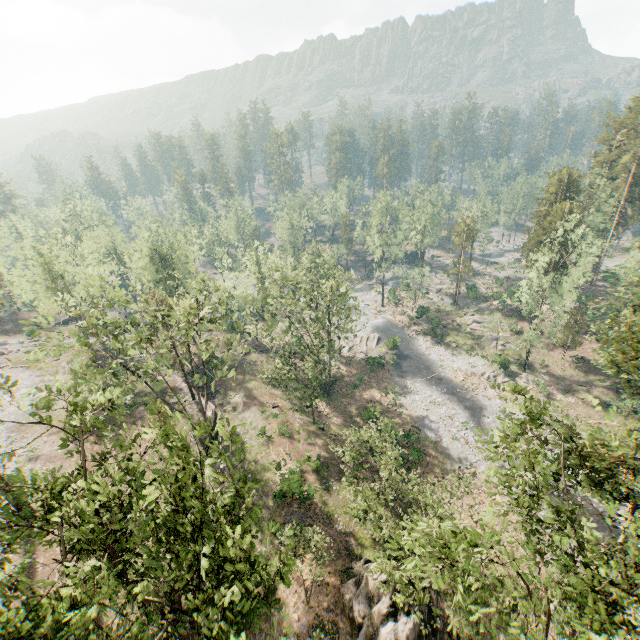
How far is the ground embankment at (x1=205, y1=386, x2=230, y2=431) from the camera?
36.67m

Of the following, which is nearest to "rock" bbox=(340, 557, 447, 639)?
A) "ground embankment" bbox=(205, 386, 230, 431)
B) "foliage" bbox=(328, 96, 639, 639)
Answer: "foliage" bbox=(328, 96, 639, 639)

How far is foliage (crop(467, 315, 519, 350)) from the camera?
50.38m

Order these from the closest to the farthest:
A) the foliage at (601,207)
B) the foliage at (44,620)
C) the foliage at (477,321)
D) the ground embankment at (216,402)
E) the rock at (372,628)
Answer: the foliage at (44,620), the foliage at (601,207), the rock at (372,628), the ground embankment at (216,402), the foliage at (477,321)

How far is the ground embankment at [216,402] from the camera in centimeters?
3667cm

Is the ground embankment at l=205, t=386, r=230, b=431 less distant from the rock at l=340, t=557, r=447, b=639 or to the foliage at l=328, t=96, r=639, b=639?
the foliage at l=328, t=96, r=639, b=639

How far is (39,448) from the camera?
31.7 meters
